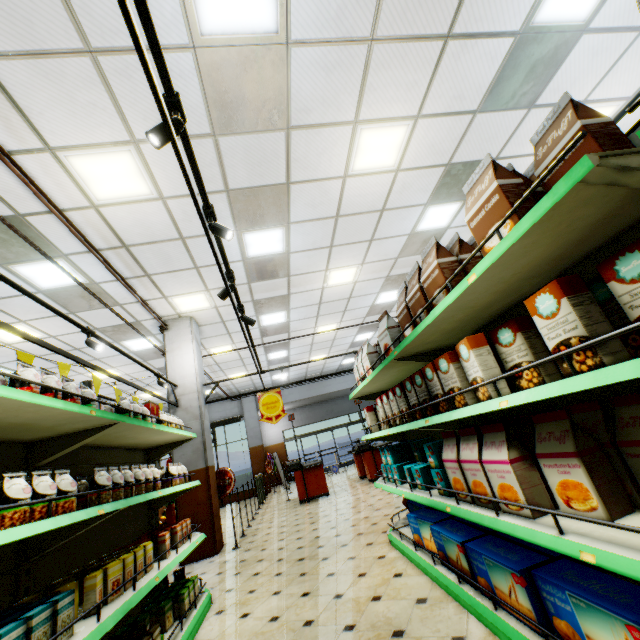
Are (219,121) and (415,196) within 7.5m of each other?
yes

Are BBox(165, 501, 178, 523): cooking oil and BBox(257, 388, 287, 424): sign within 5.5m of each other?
yes

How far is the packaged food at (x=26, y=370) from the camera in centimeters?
177cm

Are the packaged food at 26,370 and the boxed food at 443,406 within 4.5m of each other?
yes

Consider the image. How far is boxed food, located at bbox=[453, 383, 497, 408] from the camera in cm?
167

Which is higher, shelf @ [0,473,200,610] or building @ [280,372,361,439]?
building @ [280,372,361,439]

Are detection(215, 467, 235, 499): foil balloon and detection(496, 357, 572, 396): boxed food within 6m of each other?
no

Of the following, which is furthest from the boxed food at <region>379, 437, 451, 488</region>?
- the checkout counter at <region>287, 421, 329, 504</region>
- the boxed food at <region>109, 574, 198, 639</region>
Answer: the checkout counter at <region>287, 421, 329, 504</region>
